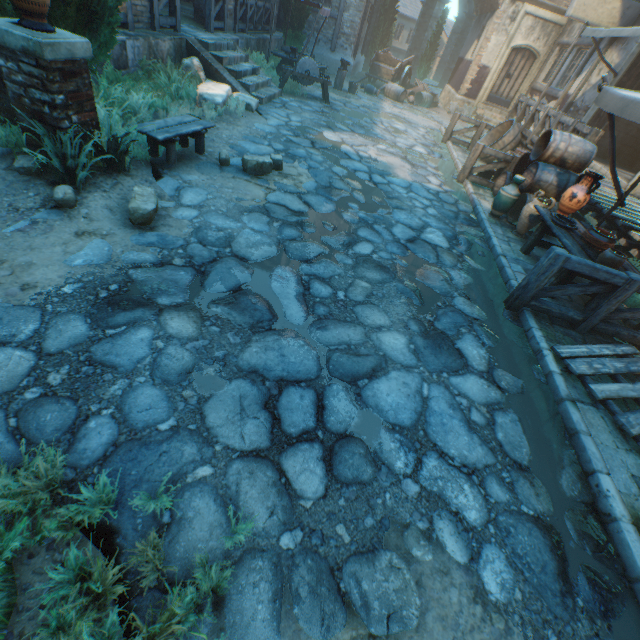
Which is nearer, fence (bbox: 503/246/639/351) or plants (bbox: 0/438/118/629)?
plants (bbox: 0/438/118/629)

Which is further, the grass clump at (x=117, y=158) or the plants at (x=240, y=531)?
the grass clump at (x=117, y=158)

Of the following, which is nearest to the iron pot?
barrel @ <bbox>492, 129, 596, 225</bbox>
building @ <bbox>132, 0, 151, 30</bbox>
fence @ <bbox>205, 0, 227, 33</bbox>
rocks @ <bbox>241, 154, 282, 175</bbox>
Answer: barrel @ <bbox>492, 129, 596, 225</bbox>

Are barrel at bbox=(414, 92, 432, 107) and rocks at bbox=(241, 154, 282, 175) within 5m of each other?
no

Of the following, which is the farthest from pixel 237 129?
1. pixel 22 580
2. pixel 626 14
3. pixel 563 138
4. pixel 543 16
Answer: pixel 543 16

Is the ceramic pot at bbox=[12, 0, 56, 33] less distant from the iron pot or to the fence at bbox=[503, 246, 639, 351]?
the fence at bbox=[503, 246, 639, 351]

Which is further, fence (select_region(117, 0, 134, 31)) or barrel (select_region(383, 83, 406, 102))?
barrel (select_region(383, 83, 406, 102))

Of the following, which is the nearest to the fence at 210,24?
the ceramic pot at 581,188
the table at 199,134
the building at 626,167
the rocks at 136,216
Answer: the table at 199,134
